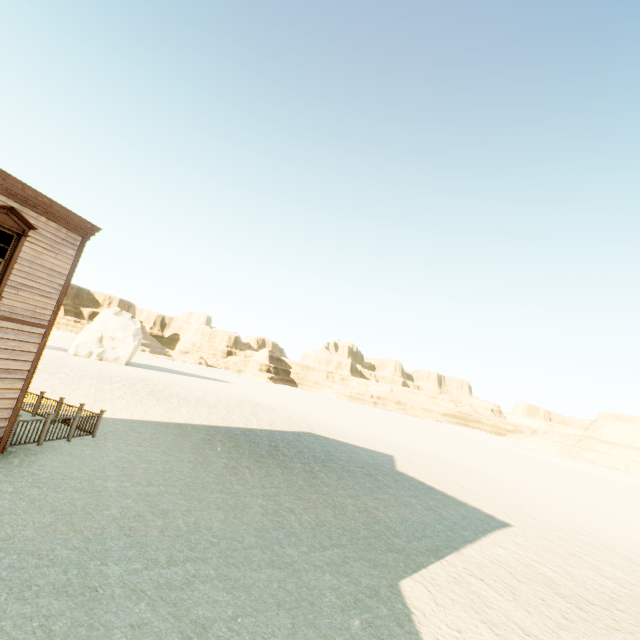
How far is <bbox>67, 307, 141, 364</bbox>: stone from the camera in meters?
40.1 m

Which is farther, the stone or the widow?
the stone

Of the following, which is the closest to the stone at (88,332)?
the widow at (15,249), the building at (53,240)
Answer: the building at (53,240)

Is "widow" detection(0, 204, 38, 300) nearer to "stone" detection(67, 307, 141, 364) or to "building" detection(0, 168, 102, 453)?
A: "building" detection(0, 168, 102, 453)

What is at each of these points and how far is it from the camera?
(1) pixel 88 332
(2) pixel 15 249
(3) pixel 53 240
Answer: (1) stone, 41.09m
(2) widow, 8.41m
(3) building, 9.26m

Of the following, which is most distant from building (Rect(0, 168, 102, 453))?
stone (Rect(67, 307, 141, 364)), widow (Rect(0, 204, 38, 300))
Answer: stone (Rect(67, 307, 141, 364))

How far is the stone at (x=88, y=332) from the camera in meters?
40.1
